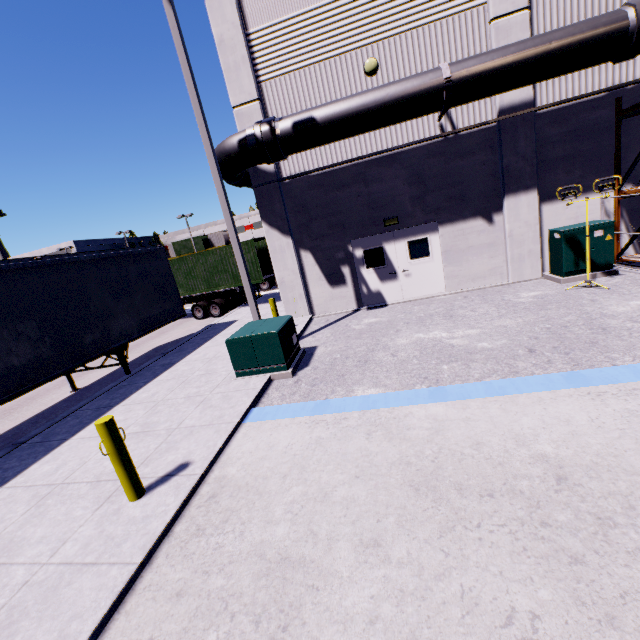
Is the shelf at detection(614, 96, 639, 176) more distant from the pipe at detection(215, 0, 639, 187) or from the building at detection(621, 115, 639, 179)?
the pipe at detection(215, 0, 639, 187)

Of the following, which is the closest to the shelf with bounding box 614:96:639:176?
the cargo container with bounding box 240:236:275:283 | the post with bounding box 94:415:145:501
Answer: the post with bounding box 94:415:145:501

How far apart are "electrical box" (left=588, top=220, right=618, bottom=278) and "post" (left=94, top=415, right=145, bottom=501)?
11.5 meters

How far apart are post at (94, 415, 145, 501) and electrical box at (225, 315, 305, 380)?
3.30m

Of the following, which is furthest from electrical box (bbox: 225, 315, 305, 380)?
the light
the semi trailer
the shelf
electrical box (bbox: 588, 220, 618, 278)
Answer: the light

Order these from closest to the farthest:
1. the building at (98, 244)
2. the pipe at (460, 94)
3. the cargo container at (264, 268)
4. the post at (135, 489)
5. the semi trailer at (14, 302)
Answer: the post at (135, 489), the semi trailer at (14, 302), the pipe at (460, 94), the cargo container at (264, 268), the building at (98, 244)

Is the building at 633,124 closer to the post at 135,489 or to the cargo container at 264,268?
the cargo container at 264,268

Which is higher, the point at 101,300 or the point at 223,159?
the point at 223,159
